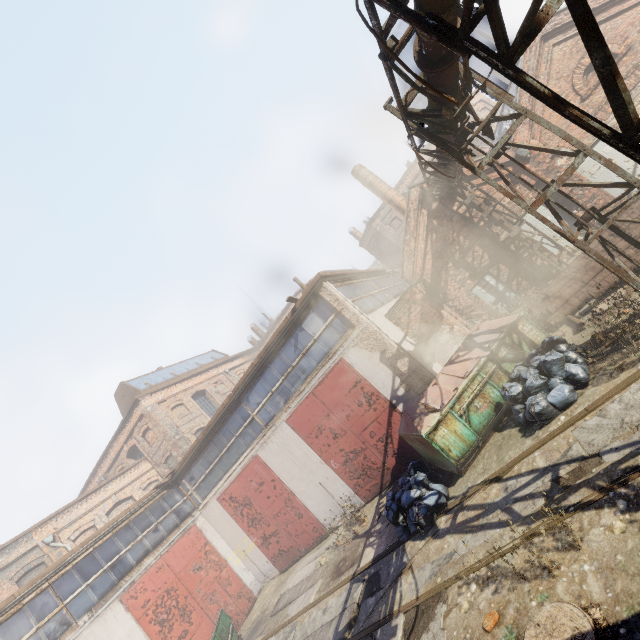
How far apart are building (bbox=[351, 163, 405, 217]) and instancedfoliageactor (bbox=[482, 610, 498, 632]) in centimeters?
1960cm

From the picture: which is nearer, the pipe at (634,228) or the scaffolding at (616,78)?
the scaffolding at (616,78)

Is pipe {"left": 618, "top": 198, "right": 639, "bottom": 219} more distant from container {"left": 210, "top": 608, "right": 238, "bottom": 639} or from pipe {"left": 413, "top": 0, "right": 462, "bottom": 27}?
container {"left": 210, "top": 608, "right": 238, "bottom": 639}

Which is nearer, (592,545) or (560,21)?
(592,545)

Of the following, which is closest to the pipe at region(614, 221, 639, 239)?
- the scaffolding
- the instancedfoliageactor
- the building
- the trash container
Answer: the trash container

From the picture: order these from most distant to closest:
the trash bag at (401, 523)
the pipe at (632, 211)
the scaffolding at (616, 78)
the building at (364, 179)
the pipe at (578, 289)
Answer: the building at (364, 179), the pipe at (632, 211), the pipe at (578, 289), the trash bag at (401, 523), the scaffolding at (616, 78)

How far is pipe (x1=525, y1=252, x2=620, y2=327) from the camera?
8.63m

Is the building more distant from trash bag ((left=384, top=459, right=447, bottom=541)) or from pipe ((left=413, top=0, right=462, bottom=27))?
trash bag ((left=384, top=459, right=447, bottom=541))
